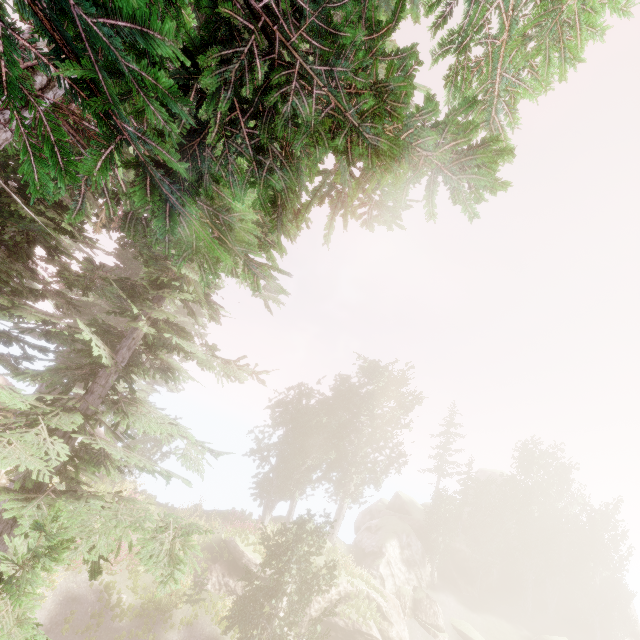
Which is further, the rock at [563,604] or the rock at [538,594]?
the rock at [538,594]

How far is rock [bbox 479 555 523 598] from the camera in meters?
38.2

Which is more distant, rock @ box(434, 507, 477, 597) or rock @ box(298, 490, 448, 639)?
rock @ box(434, 507, 477, 597)

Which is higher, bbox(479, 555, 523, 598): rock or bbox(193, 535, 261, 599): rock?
bbox(479, 555, 523, 598): rock

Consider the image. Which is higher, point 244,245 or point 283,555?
point 244,245

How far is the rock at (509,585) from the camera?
38.19m

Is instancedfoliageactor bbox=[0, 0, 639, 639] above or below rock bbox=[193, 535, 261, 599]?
above
